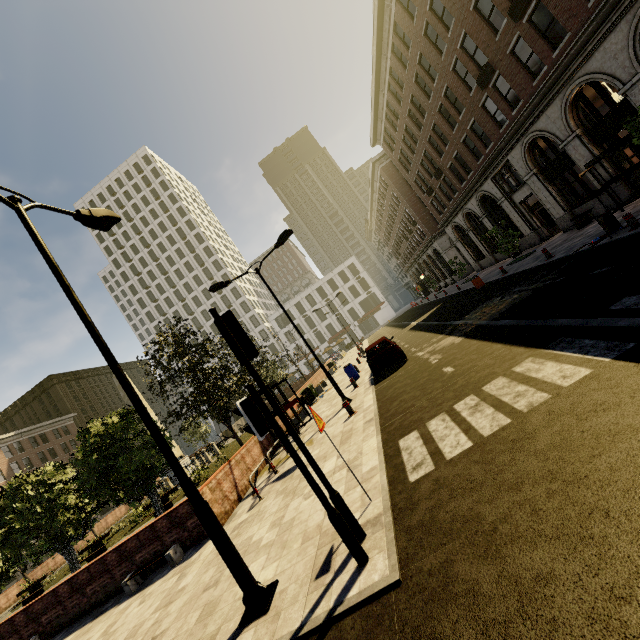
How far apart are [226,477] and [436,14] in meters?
26.4 m

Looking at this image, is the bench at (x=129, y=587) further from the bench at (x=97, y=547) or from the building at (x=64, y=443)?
the building at (x=64, y=443)

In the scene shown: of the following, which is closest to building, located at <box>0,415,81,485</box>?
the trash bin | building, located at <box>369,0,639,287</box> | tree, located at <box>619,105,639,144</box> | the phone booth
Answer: building, located at <box>369,0,639,287</box>

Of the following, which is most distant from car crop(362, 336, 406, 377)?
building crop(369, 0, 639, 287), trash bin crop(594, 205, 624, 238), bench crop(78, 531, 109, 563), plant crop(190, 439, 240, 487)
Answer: bench crop(78, 531, 109, 563)

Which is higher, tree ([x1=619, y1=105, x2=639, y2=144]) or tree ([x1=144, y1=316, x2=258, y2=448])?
tree ([x1=144, y1=316, x2=258, y2=448])

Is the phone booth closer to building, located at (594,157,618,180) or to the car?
building, located at (594,157,618,180)

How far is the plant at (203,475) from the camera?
20.42m

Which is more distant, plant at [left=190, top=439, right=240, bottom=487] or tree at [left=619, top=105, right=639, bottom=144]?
plant at [left=190, top=439, right=240, bottom=487]
